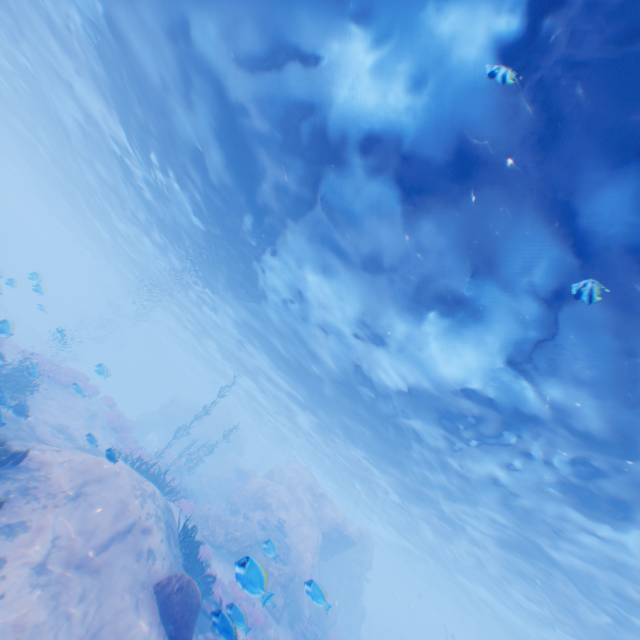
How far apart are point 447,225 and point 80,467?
Result: 12.7 meters

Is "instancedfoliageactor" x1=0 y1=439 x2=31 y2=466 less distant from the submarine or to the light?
the light

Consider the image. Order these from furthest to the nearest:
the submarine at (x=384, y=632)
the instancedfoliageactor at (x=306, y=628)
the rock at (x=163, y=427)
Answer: the submarine at (x=384, y=632) < the rock at (x=163, y=427) < the instancedfoliageactor at (x=306, y=628)

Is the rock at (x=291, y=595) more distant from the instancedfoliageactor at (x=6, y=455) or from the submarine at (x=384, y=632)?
the instancedfoliageactor at (x=6, y=455)

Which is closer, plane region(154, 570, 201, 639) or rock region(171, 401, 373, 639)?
plane region(154, 570, 201, 639)

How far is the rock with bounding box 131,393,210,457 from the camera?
37.97m

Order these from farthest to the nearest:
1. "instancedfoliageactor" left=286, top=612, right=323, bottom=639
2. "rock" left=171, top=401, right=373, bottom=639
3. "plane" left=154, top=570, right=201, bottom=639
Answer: "rock" left=171, top=401, right=373, bottom=639 → "instancedfoliageactor" left=286, top=612, right=323, bottom=639 → "plane" left=154, top=570, right=201, bottom=639

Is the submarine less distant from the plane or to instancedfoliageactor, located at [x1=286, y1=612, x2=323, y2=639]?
the plane
